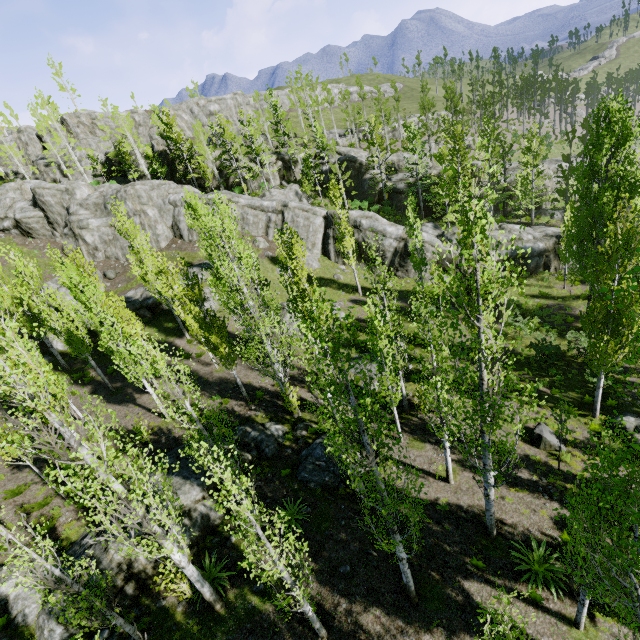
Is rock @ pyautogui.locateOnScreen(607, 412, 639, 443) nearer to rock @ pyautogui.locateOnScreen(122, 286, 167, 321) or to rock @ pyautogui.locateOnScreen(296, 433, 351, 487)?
rock @ pyautogui.locateOnScreen(296, 433, 351, 487)

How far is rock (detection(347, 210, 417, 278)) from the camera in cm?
3284

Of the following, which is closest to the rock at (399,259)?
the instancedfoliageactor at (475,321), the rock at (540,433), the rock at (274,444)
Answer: the instancedfoliageactor at (475,321)

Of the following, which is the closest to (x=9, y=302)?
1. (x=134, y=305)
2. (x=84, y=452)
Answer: (x=84, y=452)

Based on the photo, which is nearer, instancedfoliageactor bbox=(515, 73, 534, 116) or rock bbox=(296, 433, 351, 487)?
rock bbox=(296, 433, 351, 487)

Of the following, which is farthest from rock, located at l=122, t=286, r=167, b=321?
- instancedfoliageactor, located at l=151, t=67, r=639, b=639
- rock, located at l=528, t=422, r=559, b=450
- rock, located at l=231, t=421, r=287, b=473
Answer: rock, located at l=528, t=422, r=559, b=450

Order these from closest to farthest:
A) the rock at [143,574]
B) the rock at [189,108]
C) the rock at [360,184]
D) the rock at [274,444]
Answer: the rock at [143,574]
the rock at [274,444]
the rock at [360,184]
the rock at [189,108]

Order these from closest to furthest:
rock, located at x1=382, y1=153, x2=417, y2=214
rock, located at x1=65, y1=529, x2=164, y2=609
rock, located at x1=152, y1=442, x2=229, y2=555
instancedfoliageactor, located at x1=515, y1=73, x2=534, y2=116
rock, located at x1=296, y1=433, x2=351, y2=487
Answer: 1. rock, located at x1=65, y1=529, x2=164, y2=609
2. rock, located at x1=152, y1=442, x2=229, y2=555
3. rock, located at x1=296, y1=433, x2=351, y2=487
4. rock, located at x1=382, y1=153, x2=417, y2=214
5. instancedfoliageactor, located at x1=515, y1=73, x2=534, y2=116
